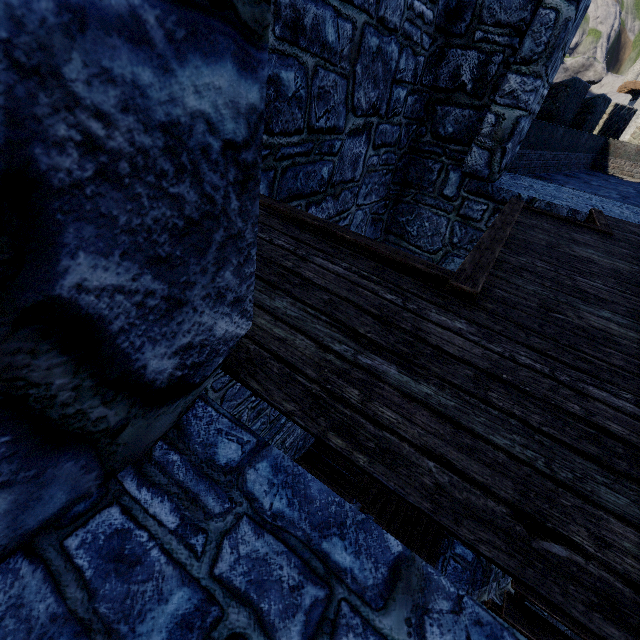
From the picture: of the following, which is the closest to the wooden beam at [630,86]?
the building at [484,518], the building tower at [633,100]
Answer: the building tower at [633,100]

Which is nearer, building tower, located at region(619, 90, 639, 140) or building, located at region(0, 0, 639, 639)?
building, located at region(0, 0, 639, 639)

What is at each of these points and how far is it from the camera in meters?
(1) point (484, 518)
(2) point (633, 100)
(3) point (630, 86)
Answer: (1) building, 0.9
(2) building tower, 33.3
(3) wooden beam, 31.1

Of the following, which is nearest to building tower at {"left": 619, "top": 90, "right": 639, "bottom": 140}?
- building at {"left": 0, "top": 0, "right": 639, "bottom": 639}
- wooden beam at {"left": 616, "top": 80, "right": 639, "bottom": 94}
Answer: wooden beam at {"left": 616, "top": 80, "right": 639, "bottom": 94}

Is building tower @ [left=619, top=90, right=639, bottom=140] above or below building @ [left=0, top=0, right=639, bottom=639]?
above

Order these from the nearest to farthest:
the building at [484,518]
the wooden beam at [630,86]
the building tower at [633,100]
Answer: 1. the building at [484,518]
2. the building tower at [633,100]
3. the wooden beam at [630,86]

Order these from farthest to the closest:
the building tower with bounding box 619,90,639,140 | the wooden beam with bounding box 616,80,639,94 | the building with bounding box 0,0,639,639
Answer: the wooden beam with bounding box 616,80,639,94, the building tower with bounding box 619,90,639,140, the building with bounding box 0,0,639,639

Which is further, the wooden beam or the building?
the wooden beam
